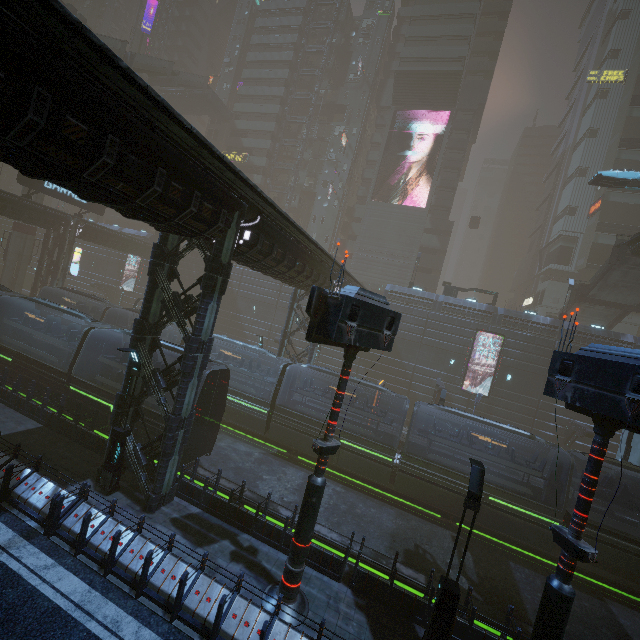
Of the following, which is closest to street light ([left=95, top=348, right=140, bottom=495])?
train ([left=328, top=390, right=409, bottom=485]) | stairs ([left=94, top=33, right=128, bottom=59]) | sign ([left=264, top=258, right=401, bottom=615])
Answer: sign ([left=264, top=258, right=401, bottom=615])

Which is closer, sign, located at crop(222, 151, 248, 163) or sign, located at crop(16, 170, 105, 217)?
sign, located at crop(16, 170, 105, 217)

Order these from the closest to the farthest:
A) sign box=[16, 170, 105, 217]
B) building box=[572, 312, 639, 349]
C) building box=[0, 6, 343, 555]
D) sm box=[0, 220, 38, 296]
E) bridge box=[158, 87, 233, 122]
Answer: building box=[0, 6, 343, 555], sign box=[16, 170, 105, 217], building box=[572, 312, 639, 349], sm box=[0, 220, 38, 296], bridge box=[158, 87, 233, 122]

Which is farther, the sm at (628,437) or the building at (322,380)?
the building at (322,380)

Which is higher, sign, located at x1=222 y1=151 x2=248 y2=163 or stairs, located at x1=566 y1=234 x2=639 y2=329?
sign, located at x1=222 y1=151 x2=248 y2=163

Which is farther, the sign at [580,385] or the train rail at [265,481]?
the train rail at [265,481]

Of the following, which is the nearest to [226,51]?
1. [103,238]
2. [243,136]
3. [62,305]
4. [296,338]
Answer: [243,136]

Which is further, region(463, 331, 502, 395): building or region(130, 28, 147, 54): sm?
region(130, 28, 147, 54): sm
